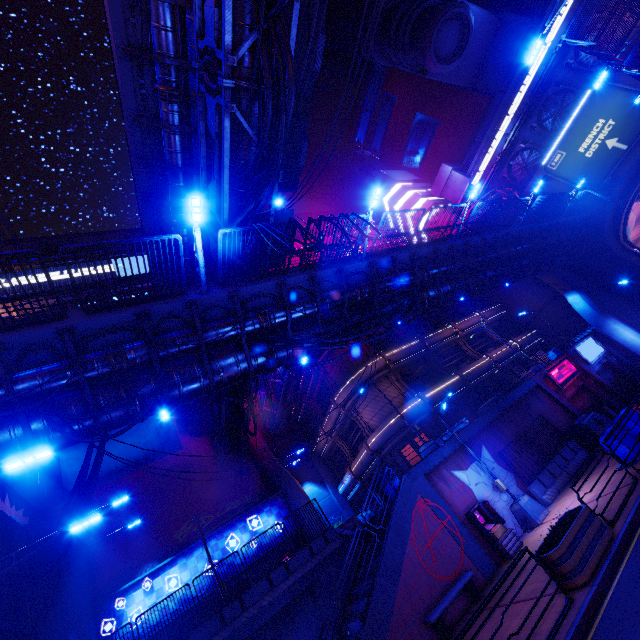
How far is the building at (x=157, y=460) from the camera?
25.6 meters

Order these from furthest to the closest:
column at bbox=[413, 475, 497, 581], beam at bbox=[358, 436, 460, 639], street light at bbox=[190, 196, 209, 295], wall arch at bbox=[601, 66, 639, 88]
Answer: wall arch at bbox=[601, 66, 639, 88]
column at bbox=[413, 475, 497, 581]
beam at bbox=[358, 436, 460, 639]
street light at bbox=[190, 196, 209, 295]

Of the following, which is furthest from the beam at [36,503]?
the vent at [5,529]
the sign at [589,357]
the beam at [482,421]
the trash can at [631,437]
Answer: Result: the sign at [589,357]

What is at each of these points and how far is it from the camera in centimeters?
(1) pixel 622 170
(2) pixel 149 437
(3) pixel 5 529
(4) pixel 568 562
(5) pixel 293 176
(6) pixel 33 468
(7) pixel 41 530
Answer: (1) wall arch, 2823cm
(2) building, 2708cm
(3) vent, 1338cm
(4) plant holder, 779cm
(5) awning, 1792cm
(6) pipe, 2150cm
(7) walkway, 1605cm

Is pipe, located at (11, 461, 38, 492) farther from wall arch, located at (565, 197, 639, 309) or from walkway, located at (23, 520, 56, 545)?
wall arch, located at (565, 197, 639, 309)

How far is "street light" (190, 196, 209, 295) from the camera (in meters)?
9.32

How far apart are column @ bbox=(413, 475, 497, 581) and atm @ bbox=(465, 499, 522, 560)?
0.3m

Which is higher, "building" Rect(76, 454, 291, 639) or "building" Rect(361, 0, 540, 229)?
"building" Rect(361, 0, 540, 229)
